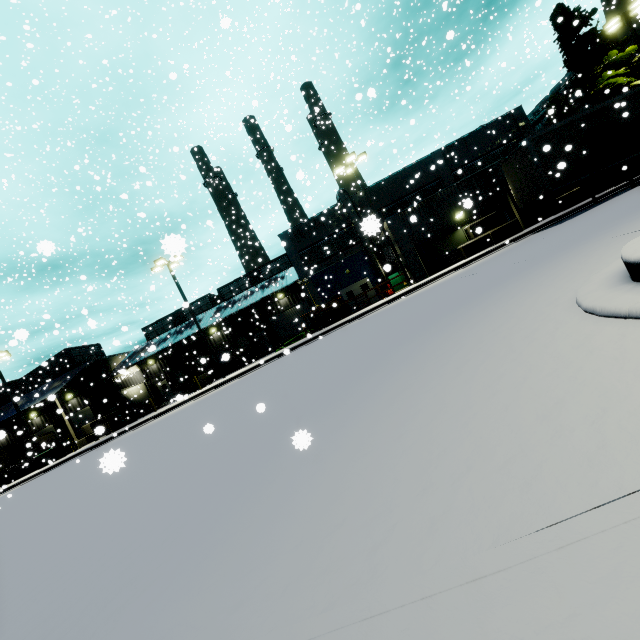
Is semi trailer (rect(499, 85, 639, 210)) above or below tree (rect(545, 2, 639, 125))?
below

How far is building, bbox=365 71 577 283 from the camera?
21.92m

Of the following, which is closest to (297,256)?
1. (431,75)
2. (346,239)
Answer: (346,239)

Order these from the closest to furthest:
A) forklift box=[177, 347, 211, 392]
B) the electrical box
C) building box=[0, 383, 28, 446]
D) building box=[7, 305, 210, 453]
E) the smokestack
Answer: the electrical box < forklift box=[177, 347, 211, 392] < building box=[0, 383, 28, 446] < building box=[7, 305, 210, 453] < the smokestack

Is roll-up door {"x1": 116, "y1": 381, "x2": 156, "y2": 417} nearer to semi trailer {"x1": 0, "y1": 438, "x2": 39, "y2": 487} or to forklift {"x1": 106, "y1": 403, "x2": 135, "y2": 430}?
semi trailer {"x1": 0, "y1": 438, "x2": 39, "y2": 487}

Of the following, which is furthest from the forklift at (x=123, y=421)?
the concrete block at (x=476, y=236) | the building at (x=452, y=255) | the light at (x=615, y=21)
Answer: the light at (x=615, y=21)

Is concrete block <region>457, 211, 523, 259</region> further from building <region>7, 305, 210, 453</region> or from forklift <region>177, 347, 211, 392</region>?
forklift <region>177, 347, 211, 392</region>

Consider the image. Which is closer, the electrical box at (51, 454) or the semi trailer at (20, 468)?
the electrical box at (51, 454)
